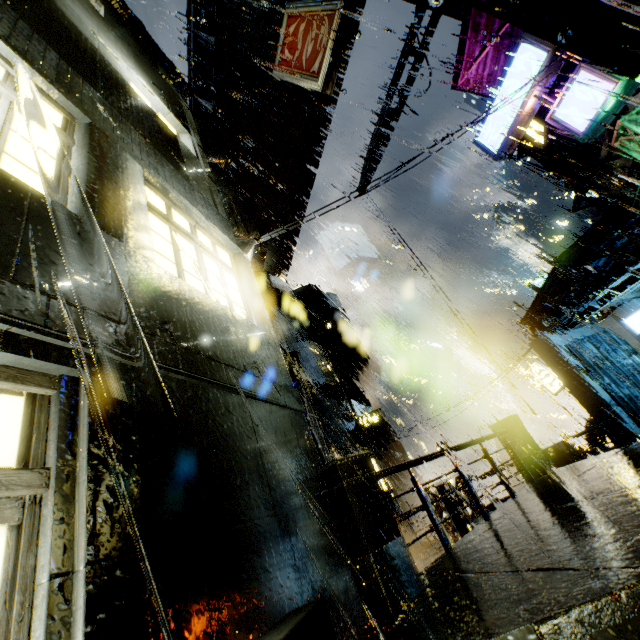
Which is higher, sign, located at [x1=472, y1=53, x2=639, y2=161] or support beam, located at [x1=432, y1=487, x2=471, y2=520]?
sign, located at [x1=472, y1=53, x2=639, y2=161]

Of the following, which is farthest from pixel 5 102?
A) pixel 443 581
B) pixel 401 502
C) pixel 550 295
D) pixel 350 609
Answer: pixel 401 502

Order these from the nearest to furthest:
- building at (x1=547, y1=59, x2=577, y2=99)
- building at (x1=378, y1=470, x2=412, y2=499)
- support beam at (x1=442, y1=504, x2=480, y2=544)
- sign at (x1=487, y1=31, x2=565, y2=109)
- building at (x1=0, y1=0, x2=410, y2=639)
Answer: building at (x1=0, y1=0, x2=410, y2=639) → support beam at (x1=442, y1=504, x2=480, y2=544) → sign at (x1=487, y1=31, x2=565, y2=109) → building at (x1=547, y1=59, x2=577, y2=99) → building at (x1=378, y1=470, x2=412, y2=499)

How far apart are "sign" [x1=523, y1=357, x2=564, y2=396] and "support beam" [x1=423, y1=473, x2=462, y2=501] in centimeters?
1428cm

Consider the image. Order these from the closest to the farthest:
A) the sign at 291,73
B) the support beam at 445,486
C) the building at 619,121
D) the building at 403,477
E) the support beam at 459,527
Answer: the sign at 291,73 → the support beam at 459,527 → the support beam at 445,486 → the building at 619,121 → the building at 403,477

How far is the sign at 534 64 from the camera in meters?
10.7

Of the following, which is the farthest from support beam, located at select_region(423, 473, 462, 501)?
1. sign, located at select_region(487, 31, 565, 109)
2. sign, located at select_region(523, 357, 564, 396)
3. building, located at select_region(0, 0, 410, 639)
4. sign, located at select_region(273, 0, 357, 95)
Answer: sign, located at select_region(523, 357, 564, 396)

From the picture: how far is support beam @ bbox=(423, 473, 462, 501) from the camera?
10.05m
